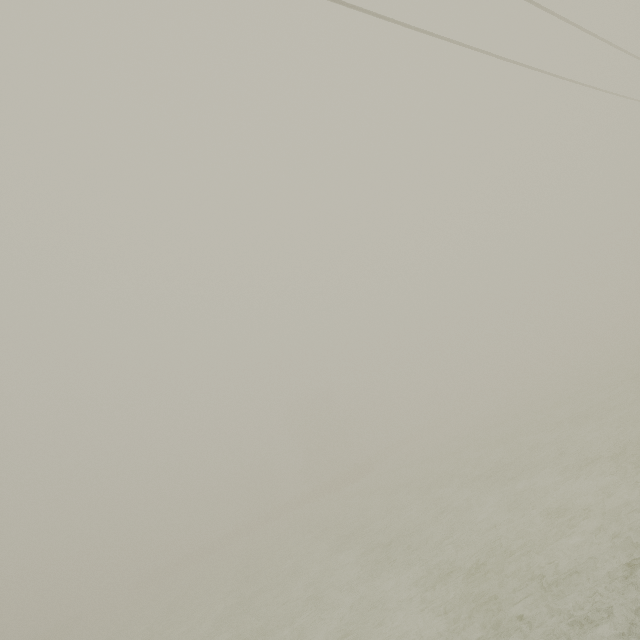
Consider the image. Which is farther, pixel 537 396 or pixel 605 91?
pixel 537 396
